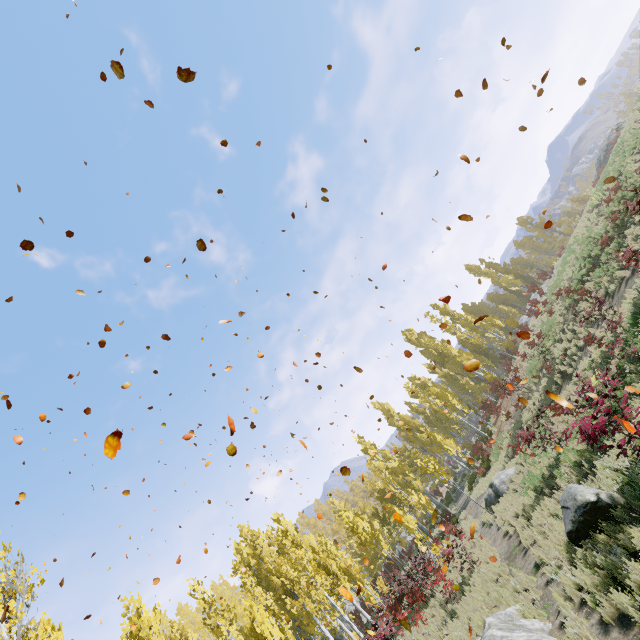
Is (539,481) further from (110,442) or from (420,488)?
(420,488)

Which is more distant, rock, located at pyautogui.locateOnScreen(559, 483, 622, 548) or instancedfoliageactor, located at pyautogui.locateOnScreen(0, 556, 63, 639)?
instancedfoliageactor, located at pyautogui.locateOnScreen(0, 556, 63, 639)

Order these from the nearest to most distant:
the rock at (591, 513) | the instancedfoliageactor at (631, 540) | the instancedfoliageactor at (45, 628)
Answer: the instancedfoliageactor at (631, 540) < the rock at (591, 513) < the instancedfoliageactor at (45, 628)

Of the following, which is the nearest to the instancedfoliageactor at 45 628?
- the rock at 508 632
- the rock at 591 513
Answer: the rock at 508 632

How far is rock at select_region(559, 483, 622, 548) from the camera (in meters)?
8.04

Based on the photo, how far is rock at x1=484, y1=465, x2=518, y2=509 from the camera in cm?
1791

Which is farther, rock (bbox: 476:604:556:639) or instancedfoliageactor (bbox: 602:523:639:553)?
rock (bbox: 476:604:556:639)

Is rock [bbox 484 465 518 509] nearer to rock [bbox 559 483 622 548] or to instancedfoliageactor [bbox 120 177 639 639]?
instancedfoliageactor [bbox 120 177 639 639]
